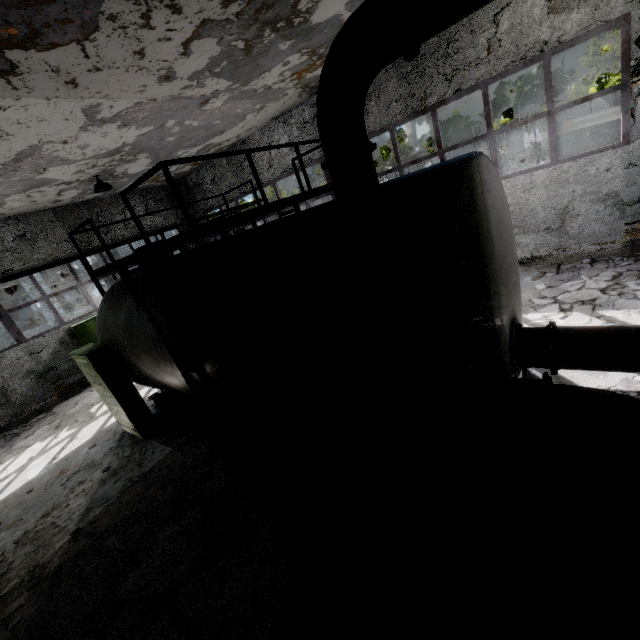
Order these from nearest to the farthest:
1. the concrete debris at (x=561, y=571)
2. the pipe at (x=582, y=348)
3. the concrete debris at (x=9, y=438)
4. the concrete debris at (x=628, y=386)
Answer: the concrete debris at (x=561, y=571) → the pipe at (x=582, y=348) → the concrete debris at (x=628, y=386) → the concrete debris at (x=9, y=438)

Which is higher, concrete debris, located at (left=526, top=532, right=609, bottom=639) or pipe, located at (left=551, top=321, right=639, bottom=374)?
pipe, located at (left=551, top=321, right=639, bottom=374)

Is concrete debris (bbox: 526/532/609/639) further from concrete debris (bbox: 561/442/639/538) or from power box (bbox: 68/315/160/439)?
power box (bbox: 68/315/160/439)

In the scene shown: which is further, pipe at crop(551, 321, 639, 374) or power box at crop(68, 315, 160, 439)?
power box at crop(68, 315, 160, 439)

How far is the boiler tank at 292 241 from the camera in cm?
285

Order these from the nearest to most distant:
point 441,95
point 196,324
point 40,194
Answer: point 196,324, point 441,95, point 40,194

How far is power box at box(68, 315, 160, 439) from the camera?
7.2 meters
